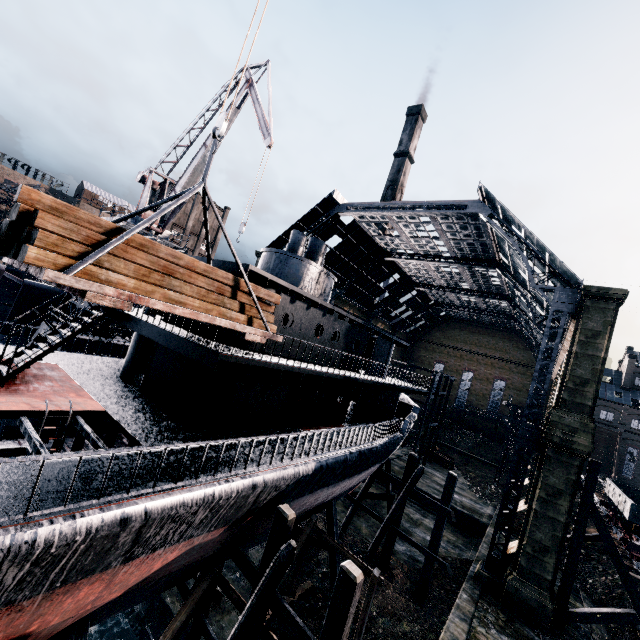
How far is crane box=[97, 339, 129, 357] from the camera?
24.20m

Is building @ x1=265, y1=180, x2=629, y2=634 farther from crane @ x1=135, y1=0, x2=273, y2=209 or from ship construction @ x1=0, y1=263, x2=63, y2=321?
crane @ x1=135, y1=0, x2=273, y2=209

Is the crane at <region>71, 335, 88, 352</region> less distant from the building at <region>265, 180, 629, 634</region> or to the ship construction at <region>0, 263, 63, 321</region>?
the ship construction at <region>0, 263, 63, 321</region>

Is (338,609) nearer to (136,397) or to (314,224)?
(136,397)

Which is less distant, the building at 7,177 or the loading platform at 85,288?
the loading platform at 85,288

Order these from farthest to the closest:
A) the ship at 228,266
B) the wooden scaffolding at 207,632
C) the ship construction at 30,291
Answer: the ship construction at 30,291
the ship at 228,266
the wooden scaffolding at 207,632

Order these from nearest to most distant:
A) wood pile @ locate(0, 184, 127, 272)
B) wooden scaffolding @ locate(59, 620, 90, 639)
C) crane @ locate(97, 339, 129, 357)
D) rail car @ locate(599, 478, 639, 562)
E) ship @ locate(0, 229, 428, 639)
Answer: wood pile @ locate(0, 184, 127, 272), ship @ locate(0, 229, 428, 639), wooden scaffolding @ locate(59, 620, 90, 639), rail car @ locate(599, 478, 639, 562), crane @ locate(97, 339, 129, 357)

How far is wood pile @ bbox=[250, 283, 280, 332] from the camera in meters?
10.0
